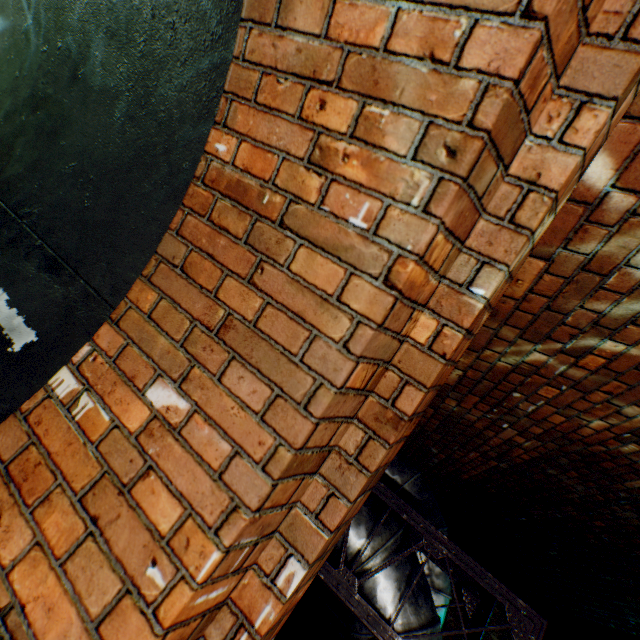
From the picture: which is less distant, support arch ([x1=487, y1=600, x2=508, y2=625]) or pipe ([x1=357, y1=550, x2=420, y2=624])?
pipe ([x1=357, y1=550, x2=420, y2=624])

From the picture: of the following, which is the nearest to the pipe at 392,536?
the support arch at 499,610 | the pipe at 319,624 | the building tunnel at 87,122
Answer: the building tunnel at 87,122

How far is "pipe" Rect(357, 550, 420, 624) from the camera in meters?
2.0

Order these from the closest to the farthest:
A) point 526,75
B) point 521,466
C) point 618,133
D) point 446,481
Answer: point 526,75, point 618,133, point 521,466, point 446,481

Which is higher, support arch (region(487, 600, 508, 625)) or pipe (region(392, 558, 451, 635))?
support arch (region(487, 600, 508, 625))

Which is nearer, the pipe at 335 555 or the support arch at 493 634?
the pipe at 335 555

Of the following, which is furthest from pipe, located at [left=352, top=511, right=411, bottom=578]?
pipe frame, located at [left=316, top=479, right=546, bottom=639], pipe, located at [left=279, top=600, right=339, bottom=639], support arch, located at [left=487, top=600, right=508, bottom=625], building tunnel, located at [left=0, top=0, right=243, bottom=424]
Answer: support arch, located at [left=487, top=600, right=508, bottom=625]

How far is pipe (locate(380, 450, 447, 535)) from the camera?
3.2m
